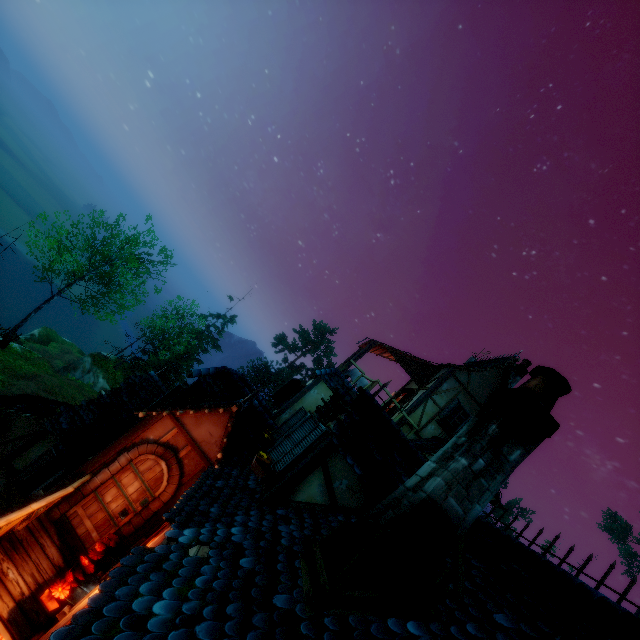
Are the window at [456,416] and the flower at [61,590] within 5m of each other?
no

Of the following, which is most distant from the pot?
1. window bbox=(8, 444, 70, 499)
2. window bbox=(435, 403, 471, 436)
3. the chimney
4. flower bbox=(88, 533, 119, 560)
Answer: window bbox=(435, 403, 471, 436)

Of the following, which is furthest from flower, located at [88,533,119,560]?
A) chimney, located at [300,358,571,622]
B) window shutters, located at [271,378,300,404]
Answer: window shutters, located at [271,378,300,404]

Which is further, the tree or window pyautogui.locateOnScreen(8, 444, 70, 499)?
the tree

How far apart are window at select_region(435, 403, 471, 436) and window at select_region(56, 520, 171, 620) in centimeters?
1012cm

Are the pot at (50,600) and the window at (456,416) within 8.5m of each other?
no

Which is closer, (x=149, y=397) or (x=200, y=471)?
(x=200, y=471)

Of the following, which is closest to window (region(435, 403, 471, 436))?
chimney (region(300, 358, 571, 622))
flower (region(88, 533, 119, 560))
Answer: chimney (region(300, 358, 571, 622))
